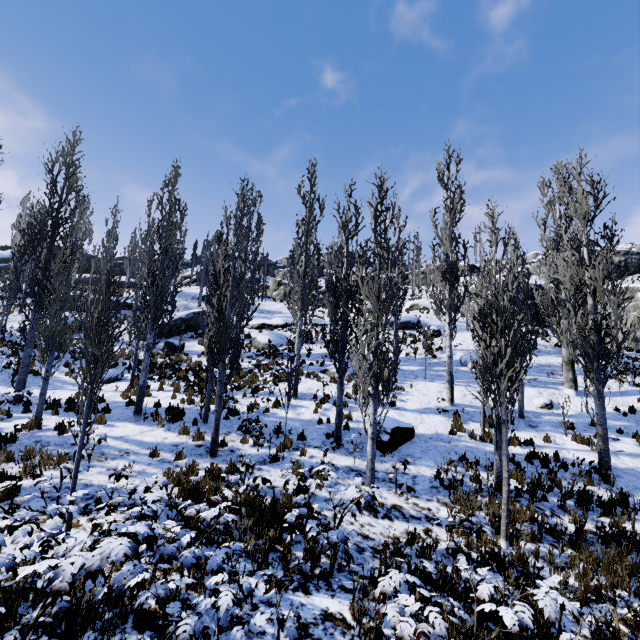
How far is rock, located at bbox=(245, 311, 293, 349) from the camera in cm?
2291

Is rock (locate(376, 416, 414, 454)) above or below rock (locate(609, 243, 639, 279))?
below

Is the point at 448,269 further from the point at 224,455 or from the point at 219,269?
A: the point at 224,455

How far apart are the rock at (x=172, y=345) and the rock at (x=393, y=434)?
14.80m

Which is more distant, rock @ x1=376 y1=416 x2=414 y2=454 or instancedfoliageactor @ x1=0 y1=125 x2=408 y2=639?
rock @ x1=376 y1=416 x2=414 y2=454

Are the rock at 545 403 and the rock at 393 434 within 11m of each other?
yes

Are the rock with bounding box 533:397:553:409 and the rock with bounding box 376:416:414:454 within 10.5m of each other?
yes

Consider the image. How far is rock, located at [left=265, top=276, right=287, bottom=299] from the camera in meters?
40.0
